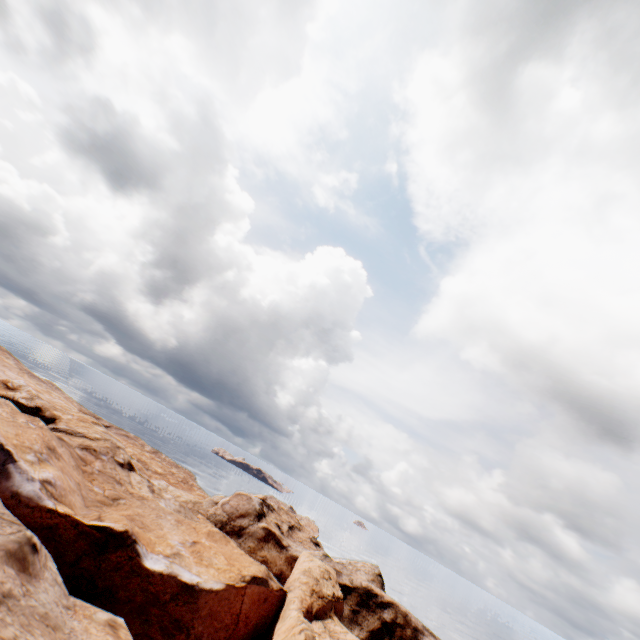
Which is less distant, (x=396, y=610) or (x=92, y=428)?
(x=92, y=428)
